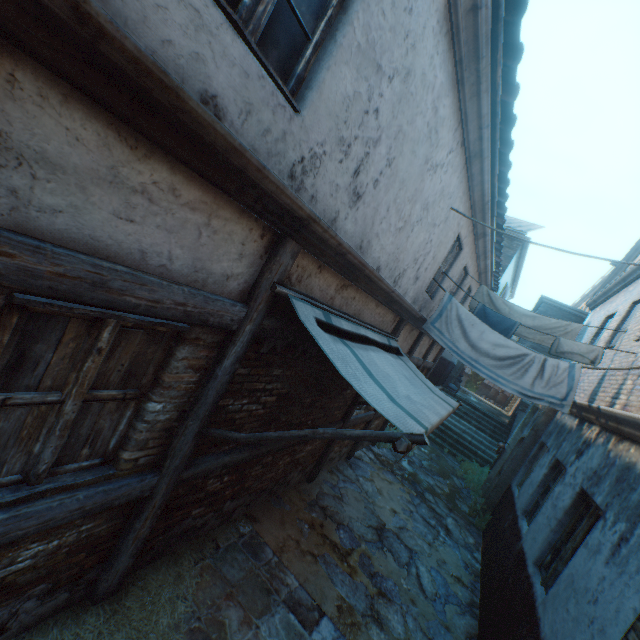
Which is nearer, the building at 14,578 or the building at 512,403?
the building at 14,578

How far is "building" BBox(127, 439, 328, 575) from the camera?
3.33m

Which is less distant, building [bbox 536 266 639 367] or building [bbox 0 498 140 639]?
building [bbox 0 498 140 639]

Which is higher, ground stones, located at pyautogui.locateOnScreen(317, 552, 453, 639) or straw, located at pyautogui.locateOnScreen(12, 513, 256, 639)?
ground stones, located at pyautogui.locateOnScreen(317, 552, 453, 639)

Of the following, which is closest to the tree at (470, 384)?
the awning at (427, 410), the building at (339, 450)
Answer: the awning at (427, 410)

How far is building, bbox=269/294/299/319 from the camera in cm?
299

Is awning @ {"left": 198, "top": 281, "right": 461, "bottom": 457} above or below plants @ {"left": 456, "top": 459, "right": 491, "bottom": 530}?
above

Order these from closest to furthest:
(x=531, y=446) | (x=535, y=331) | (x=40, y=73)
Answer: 1. (x=40, y=73)
2. (x=535, y=331)
3. (x=531, y=446)
